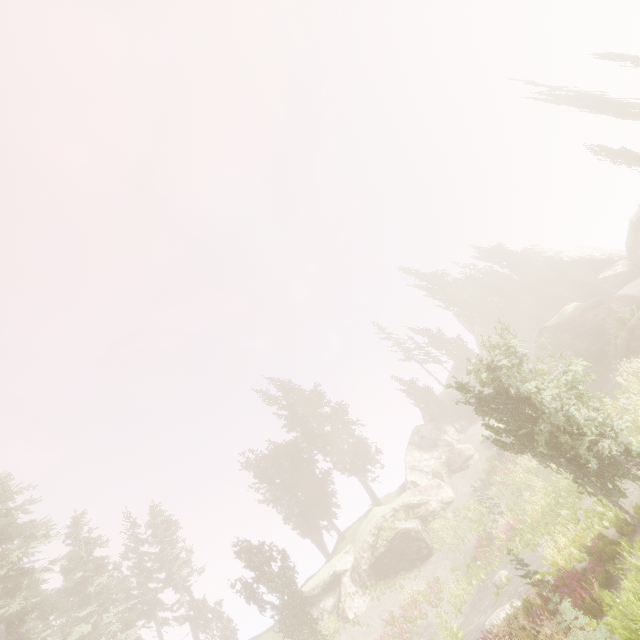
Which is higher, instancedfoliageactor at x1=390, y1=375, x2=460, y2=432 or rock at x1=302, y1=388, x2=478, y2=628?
instancedfoliageactor at x1=390, y1=375, x2=460, y2=432

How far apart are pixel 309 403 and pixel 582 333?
30.7m

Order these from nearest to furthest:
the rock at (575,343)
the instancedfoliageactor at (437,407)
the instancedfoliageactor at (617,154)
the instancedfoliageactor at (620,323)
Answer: the instancedfoliageactor at (620,323)
the rock at (575,343)
the instancedfoliageactor at (617,154)
the instancedfoliageactor at (437,407)

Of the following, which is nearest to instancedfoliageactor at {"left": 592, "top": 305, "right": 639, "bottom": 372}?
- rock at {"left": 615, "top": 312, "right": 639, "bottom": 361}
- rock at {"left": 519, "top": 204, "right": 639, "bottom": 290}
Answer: rock at {"left": 519, "top": 204, "right": 639, "bottom": 290}

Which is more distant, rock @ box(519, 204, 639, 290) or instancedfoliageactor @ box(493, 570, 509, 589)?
rock @ box(519, 204, 639, 290)

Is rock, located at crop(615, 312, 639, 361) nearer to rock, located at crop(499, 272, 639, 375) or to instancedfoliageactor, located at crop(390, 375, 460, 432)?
rock, located at crop(499, 272, 639, 375)

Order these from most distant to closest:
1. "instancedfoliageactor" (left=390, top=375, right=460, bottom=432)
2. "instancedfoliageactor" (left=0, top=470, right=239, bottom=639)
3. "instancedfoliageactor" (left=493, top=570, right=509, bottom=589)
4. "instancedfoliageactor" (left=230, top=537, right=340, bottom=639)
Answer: "instancedfoliageactor" (left=390, top=375, right=460, bottom=432) → "instancedfoliageactor" (left=230, top=537, right=340, bottom=639) → "instancedfoliageactor" (left=0, top=470, right=239, bottom=639) → "instancedfoliageactor" (left=493, top=570, right=509, bottom=589)

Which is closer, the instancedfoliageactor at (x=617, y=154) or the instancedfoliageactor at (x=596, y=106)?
the instancedfoliageactor at (x=596, y=106)
